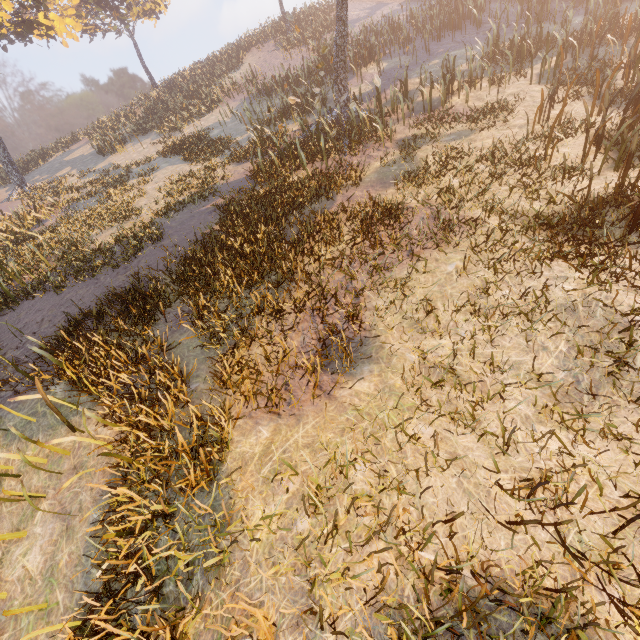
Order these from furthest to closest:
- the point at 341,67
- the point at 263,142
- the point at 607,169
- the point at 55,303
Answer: the point at 263,142
the point at 341,67
the point at 55,303
the point at 607,169
